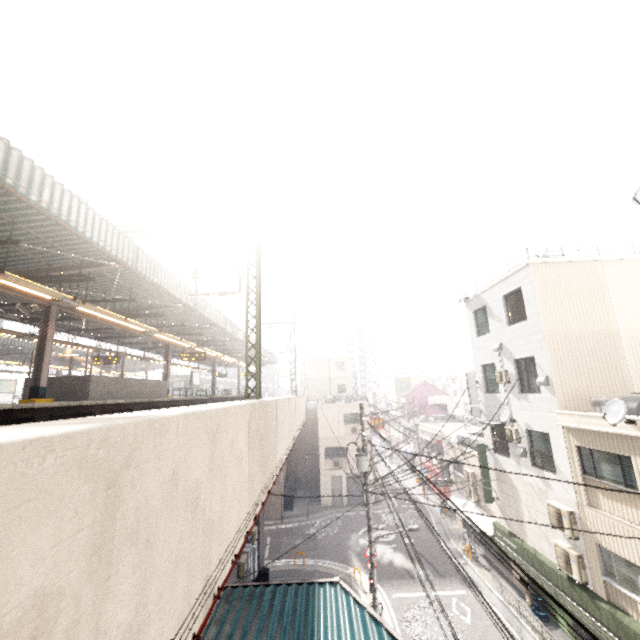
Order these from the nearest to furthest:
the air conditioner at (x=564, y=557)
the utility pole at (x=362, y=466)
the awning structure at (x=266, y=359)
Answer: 1. the air conditioner at (x=564, y=557)
2. the utility pole at (x=362, y=466)
3. the awning structure at (x=266, y=359)

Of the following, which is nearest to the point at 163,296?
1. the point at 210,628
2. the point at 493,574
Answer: the point at 210,628

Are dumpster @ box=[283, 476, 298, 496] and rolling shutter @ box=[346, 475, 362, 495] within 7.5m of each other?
yes

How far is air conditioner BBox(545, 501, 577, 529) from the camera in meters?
11.2

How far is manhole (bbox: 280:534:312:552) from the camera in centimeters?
2178cm

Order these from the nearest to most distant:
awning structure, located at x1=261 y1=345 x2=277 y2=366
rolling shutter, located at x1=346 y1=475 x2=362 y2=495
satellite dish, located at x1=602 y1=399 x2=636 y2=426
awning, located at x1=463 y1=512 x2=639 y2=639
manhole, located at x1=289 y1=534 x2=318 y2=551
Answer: satellite dish, located at x1=602 y1=399 x2=636 y2=426
awning, located at x1=463 y1=512 x2=639 y2=639
manhole, located at x1=289 y1=534 x2=318 y2=551
rolling shutter, located at x1=346 y1=475 x2=362 y2=495
awning structure, located at x1=261 y1=345 x2=277 y2=366

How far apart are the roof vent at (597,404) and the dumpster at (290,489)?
26.17m

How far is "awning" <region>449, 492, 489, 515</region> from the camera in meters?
19.8 m
